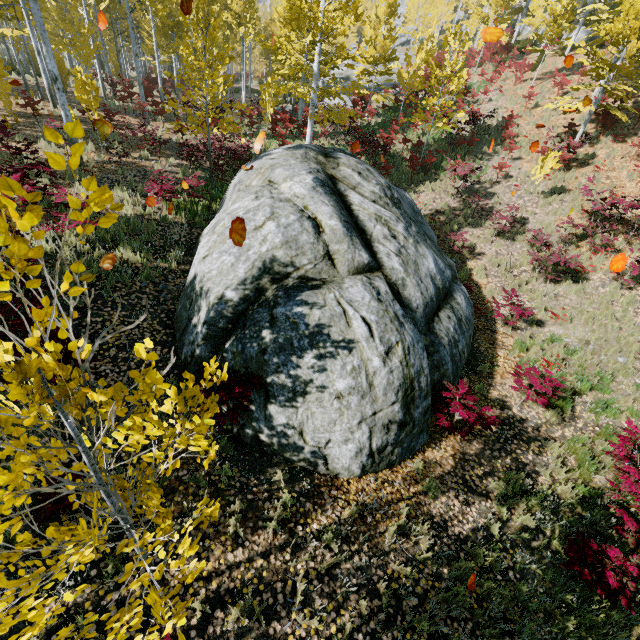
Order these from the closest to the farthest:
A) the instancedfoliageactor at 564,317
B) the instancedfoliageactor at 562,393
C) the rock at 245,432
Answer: the rock at 245,432 → the instancedfoliageactor at 562,393 → the instancedfoliageactor at 564,317

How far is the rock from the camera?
5.0m

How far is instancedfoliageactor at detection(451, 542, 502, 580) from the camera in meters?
4.5 m

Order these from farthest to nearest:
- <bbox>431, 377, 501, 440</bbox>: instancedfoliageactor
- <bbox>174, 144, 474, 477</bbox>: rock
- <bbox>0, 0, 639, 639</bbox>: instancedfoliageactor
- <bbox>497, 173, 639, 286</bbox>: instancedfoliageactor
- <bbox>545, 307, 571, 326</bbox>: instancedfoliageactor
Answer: <bbox>497, 173, 639, 286</bbox>: instancedfoliageactor, <bbox>545, 307, 571, 326</bbox>: instancedfoliageactor, <bbox>431, 377, 501, 440</bbox>: instancedfoliageactor, <bbox>174, 144, 474, 477</bbox>: rock, <bbox>0, 0, 639, 639</bbox>: instancedfoliageactor

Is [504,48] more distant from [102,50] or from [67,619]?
[67,619]

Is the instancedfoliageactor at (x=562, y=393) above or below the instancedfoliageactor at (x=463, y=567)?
above

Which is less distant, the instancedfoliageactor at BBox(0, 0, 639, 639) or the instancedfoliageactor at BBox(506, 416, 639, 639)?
the instancedfoliageactor at BBox(0, 0, 639, 639)
